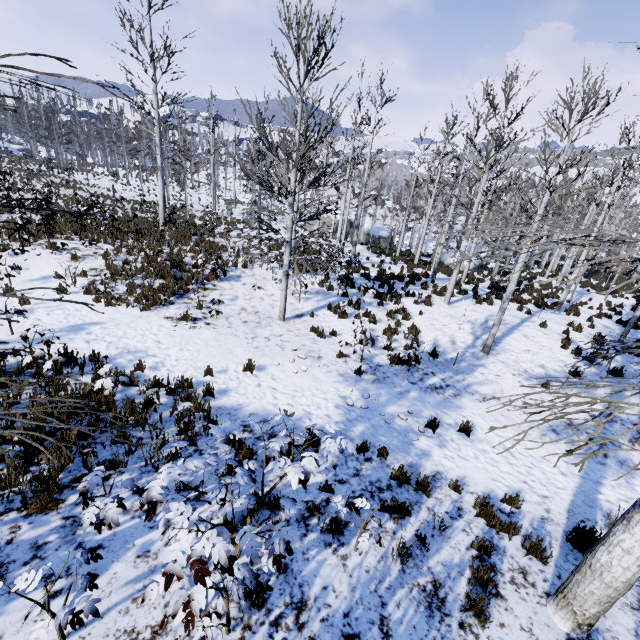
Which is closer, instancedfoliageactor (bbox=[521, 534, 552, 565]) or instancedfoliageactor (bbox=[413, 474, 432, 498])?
instancedfoliageactor (bbox=[521, 534, 552, 565])

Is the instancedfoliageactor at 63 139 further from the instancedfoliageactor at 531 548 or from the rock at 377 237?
the instancedfoliageactor at 531 548

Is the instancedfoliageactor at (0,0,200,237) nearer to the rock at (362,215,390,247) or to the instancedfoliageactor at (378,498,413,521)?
the rock at (362,215,390,247)

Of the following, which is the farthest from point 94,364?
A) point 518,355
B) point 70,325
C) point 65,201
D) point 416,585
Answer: point 65,201

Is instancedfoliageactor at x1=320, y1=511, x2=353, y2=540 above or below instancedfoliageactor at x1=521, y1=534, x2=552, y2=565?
above

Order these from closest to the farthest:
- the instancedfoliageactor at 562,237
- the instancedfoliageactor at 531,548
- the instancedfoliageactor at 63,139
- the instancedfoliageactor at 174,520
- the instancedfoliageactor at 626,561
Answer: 1. the instancedfoliageactor at 174,520
2. the instancedfoliageactor at 626,561
3. the instancedfoliageactor at 531,548
4. the instancedfoliageactor at 562,237
5. the instancedfoliageactor at 63,139
